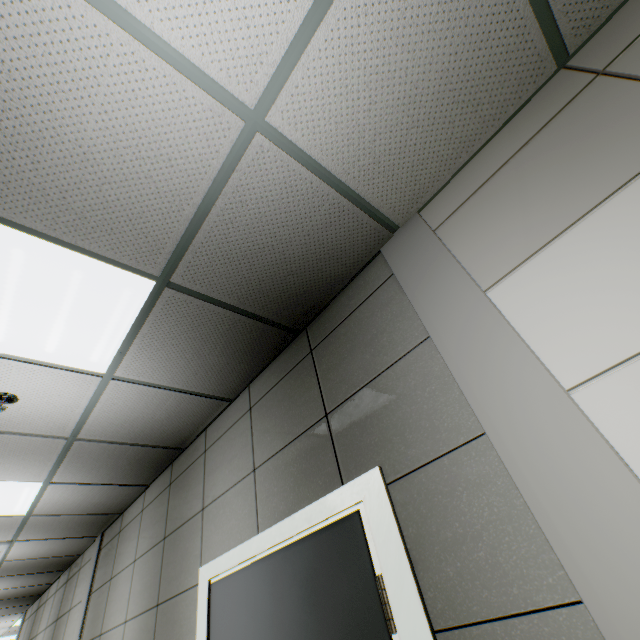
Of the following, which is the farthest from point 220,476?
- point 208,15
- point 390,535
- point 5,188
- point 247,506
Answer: point 208,15
